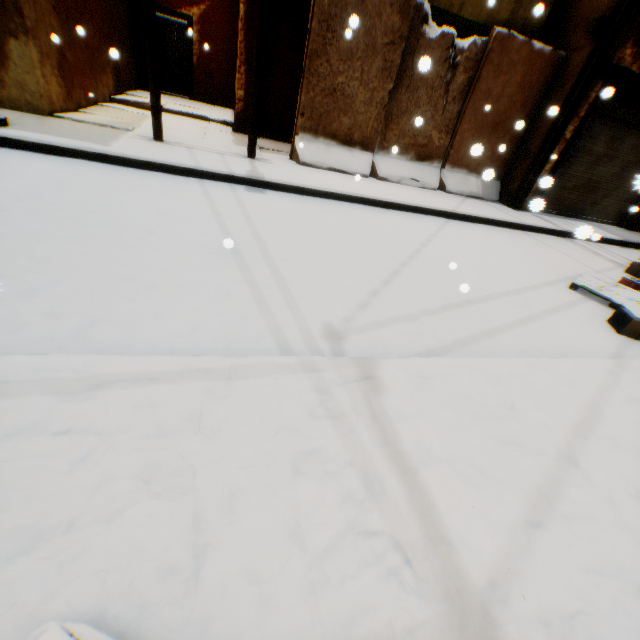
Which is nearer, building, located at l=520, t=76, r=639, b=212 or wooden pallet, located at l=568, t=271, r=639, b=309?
wooden pallet, located at l=568, t=271, r=639, b=309

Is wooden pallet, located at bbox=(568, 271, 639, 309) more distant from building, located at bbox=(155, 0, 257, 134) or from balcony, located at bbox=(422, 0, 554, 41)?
balcony, located at bbox=(422, 0, 554, 41)

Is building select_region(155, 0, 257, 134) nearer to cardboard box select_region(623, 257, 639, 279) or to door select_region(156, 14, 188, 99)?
door select_region(156, 14, 188, 99)

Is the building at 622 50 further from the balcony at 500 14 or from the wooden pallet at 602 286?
the wooden pallet at 602 286

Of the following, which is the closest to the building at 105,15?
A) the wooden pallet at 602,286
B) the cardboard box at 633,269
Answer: the wooden pallet at 602,286

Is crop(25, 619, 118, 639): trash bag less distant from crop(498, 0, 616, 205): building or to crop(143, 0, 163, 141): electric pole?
crop(498, 0, 616, 205): building

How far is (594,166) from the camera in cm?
892

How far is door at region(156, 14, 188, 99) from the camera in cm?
1132
